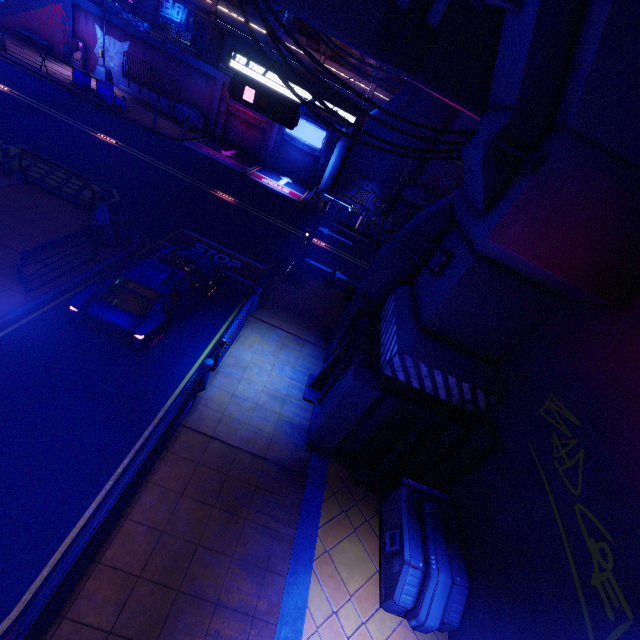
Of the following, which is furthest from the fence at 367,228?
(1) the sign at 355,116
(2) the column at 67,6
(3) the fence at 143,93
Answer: (2) the column at 67,6

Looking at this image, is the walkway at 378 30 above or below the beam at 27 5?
above

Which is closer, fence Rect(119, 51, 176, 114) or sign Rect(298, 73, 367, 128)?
sign Rect(298, 73, 367, 128)

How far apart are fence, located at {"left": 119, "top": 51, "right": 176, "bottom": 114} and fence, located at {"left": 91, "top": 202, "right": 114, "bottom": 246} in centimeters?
2086cm

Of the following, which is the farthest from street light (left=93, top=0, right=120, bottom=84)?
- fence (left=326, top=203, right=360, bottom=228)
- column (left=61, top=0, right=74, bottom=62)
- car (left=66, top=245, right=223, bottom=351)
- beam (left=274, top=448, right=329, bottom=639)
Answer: beam (left=274, top=448, right=329, bottom=639)

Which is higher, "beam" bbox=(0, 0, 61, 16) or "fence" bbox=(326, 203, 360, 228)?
"beam" bbox=(0, 0, 61, 16)

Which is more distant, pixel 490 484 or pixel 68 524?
pixel 490 484

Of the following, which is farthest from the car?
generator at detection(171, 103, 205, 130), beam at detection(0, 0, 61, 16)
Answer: beam at detection(0, 0, 61, 16)
